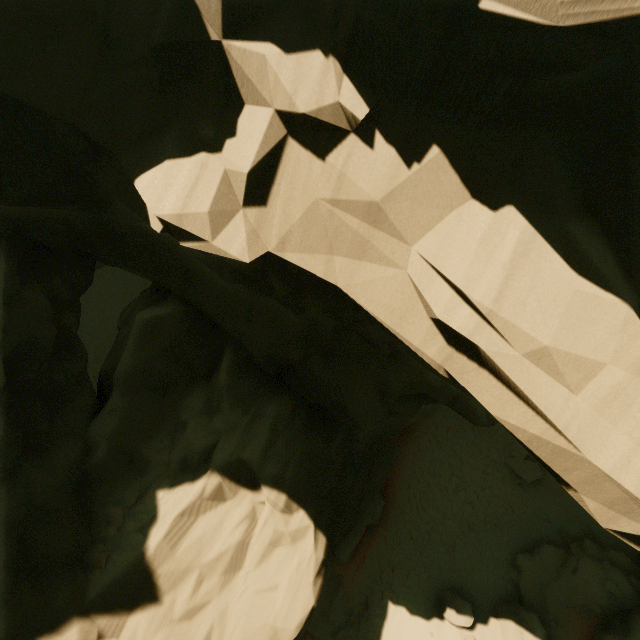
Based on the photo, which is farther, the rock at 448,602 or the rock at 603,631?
the rock at 448,602

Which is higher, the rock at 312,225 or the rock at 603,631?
the rock at 312,225

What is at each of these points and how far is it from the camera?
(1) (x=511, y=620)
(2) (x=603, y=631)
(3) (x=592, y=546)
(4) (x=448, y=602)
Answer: (1) rock, 13.68m
(2) rock, 13.38m
(3) rock, 15.94m
(4) rock, 14.01m

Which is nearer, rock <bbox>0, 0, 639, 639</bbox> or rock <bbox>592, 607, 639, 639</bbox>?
rock <bbox>0, 0, 639, 639</bbox>

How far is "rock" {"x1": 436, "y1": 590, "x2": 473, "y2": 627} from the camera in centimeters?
1348cm

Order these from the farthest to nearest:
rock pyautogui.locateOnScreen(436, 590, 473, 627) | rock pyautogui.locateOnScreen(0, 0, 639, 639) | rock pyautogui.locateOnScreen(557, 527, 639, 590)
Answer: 1. rock pyautogui.locateOnScreen(557, 527, 639, 590)
2. rock pyautogui.locateOnScreen(436, 590, 473, 627)
3. rock pyautogui.locateOnScreen(0, 0, 639, 639)
